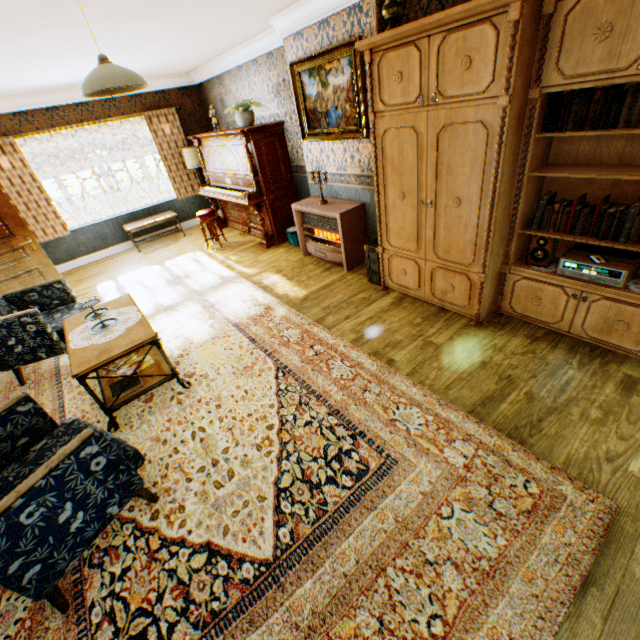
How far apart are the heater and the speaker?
2.32m

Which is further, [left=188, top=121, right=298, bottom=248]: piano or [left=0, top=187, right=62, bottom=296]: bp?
[left=188, top=121, right=298, bottom=248]: piano

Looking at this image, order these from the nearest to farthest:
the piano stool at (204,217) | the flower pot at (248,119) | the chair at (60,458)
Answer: the chair at (60,458)
the flower pot at (248,119)
the piano stool at (204,217)

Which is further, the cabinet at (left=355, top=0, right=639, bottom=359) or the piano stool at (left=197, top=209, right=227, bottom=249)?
the piano stool at (left=197, top=209, right=227, bottom=249)

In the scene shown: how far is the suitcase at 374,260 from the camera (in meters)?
4.14

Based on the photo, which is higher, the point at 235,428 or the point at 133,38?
the point at 133,38

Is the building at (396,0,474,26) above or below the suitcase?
above

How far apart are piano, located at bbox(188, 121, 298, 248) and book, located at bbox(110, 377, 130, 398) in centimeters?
374cm
